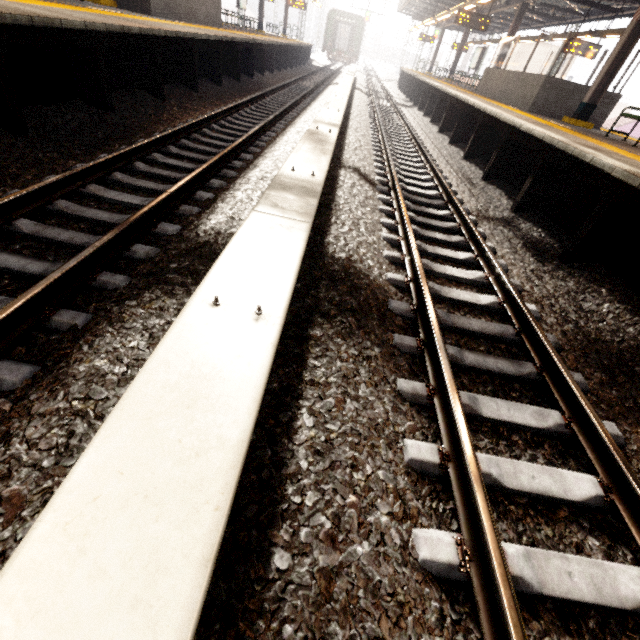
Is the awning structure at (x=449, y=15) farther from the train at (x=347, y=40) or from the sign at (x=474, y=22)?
the train at (x=347, y=40)

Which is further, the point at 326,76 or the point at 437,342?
the point at 326,76

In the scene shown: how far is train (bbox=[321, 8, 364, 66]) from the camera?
33.84m

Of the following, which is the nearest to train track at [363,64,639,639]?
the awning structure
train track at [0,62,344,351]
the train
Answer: train track at [0,62,344,351]

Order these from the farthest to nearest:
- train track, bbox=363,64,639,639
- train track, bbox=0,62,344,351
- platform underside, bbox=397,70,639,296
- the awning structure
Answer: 1. the awning structure
2. platform underside, bbox=397,70,639,296
3. train track, bbox=0,62,344,351
4. train track, bbox=363,64,639,639

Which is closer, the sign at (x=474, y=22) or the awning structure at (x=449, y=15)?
the awning structure at (x=449, y=15)

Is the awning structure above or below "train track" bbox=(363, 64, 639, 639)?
above

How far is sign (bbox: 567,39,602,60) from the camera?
14.34m
